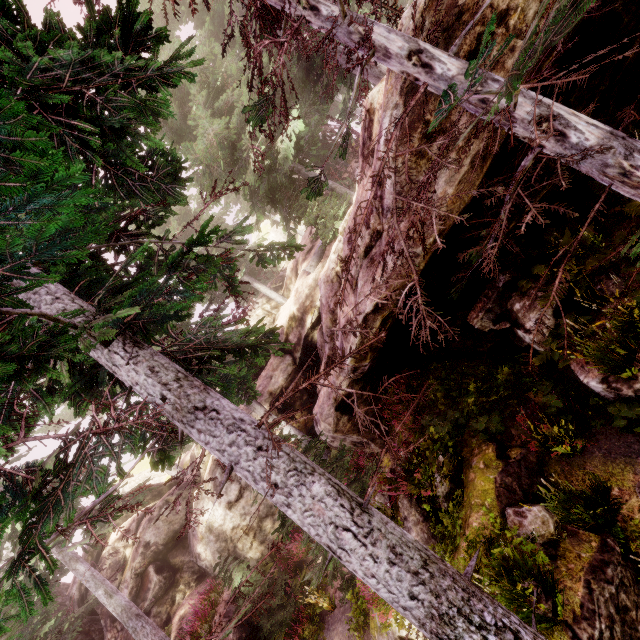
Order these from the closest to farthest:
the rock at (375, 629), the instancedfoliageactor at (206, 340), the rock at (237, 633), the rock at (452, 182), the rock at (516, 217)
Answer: the instancedfoliageactor at (206, 340)
the rock at (452, 182)
the rock at (516, 217)
the rock at (375, 629)
the rock at (237, 633)

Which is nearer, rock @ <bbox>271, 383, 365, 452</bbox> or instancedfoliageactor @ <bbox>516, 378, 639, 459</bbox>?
instancedfoliageactor @ <bbox>516, 378, 639, 459</bbox>

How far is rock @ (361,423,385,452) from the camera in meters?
11.4

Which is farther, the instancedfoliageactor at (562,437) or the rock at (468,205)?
the instancedfoliageactor at (562,437)

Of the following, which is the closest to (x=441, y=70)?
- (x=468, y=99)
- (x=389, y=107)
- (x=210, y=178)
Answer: (x=468, y=99)

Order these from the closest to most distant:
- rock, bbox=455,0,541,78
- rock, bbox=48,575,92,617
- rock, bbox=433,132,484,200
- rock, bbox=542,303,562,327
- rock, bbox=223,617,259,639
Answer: rock, bbox=455,0,541,78 < rock, bbox=433,132,484,200 < rock, bbox=542,303,562,327 < rock, bbox=223,617,259,639 < rock, bbox=48,575,92,617
